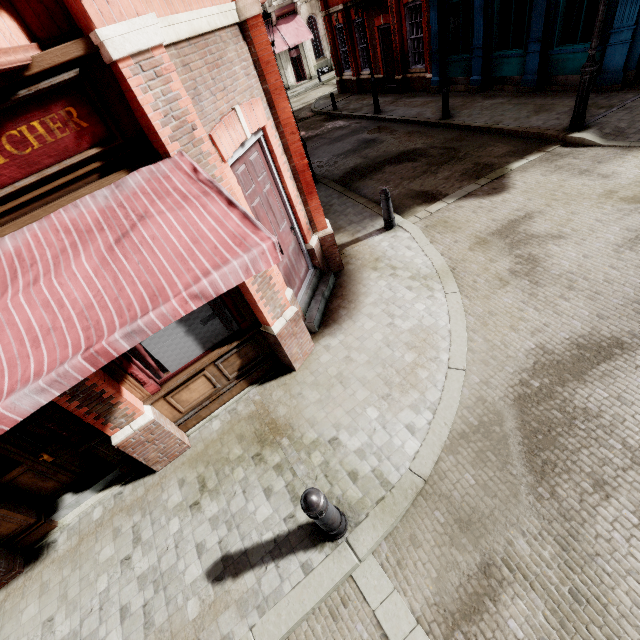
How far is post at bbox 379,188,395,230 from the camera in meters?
7.2 m

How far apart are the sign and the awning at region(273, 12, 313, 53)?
A: 32.4m

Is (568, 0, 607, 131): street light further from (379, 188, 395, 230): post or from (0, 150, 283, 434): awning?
(0, 150, 283, 434): awning

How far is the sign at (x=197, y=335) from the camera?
4.40m

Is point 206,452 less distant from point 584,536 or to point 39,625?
point 39,625

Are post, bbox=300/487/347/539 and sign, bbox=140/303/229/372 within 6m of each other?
yes

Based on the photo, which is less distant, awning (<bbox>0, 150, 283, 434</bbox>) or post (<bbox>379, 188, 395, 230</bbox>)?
awning (<bbox>0, 150, 283, 434</bbox>)

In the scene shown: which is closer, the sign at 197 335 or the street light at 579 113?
the sign at 197 335
